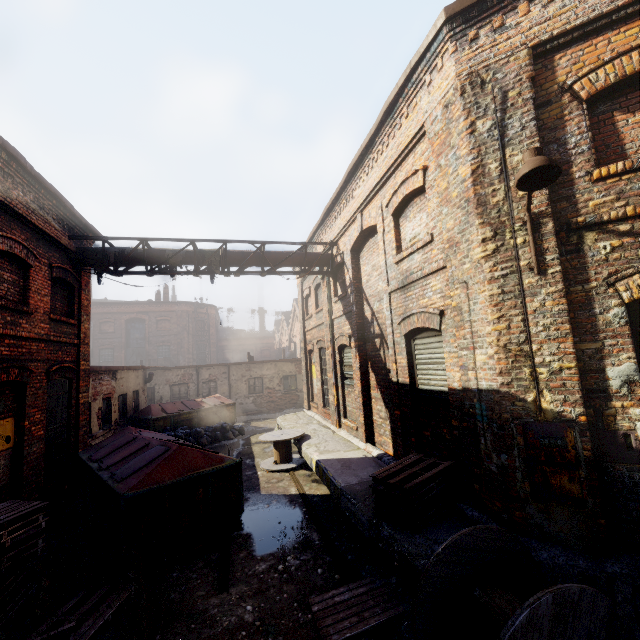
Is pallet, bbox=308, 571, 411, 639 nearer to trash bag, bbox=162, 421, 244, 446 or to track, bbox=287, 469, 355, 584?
track, bbox=287, 469, 355, 584

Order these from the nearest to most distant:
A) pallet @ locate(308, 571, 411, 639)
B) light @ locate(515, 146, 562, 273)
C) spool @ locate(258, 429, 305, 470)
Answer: light @ locate(515, 146, 562, 273)
pallet @ locate(308, 571, 411, 639)
spool @ locate(258, 429, 305, 470)

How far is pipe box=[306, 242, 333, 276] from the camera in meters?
10.9

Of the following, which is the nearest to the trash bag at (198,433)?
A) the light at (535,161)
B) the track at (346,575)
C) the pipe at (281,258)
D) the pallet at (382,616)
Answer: the track at (346,575)

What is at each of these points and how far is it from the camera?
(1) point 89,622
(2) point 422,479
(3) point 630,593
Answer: (1) pallet, 4.36m
(2) pallet, 4.86m
(3) building, 3.44m

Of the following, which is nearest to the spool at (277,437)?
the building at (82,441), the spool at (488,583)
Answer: the building at (82,441)

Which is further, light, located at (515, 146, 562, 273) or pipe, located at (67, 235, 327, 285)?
pipe, located at (67, 235, 327, 285)

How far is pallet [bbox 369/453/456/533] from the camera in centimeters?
Result: 470cm
